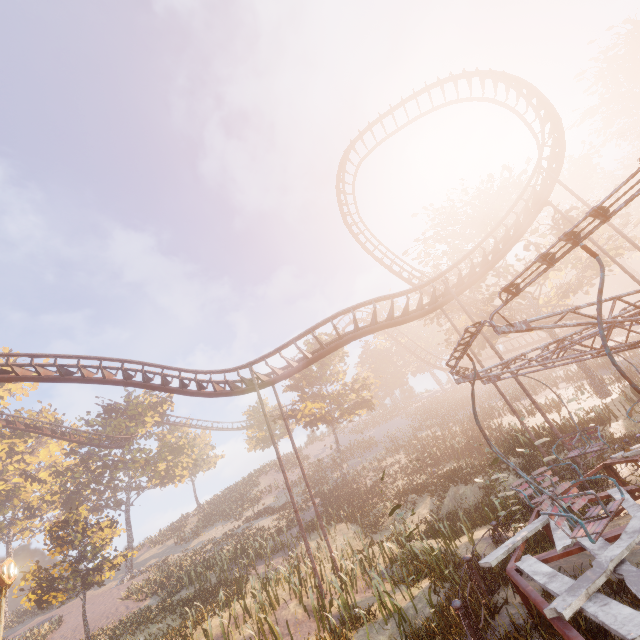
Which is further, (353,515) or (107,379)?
(353,515)

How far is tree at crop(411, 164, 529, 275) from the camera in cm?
2530

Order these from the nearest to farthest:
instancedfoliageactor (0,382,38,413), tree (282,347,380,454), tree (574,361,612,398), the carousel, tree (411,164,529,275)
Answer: the carousel, tree (574,361,612,398), tree (411,164,529,275), tree (282,347,380,454), instancedfoliageactor (0,382,38,413)

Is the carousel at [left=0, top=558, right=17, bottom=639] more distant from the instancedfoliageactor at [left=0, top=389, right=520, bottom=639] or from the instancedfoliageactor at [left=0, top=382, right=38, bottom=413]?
the instancedfoliageactor at [left=0, top=382, right=38, bottom=413]

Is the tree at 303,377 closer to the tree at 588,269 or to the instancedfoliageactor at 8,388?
the tree at 588,269

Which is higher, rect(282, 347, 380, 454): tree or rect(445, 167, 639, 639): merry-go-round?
rect(282, 347, 380, 454): tree

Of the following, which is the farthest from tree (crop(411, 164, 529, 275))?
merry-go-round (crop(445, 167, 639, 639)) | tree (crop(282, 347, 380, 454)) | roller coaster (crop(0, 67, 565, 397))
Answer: merry-go-round (crop(445, 167, 639, 639))

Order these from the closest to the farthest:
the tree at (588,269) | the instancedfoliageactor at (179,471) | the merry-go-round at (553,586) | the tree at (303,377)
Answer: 1. the merry-go-round at (553,586)
2. the instancedfoliageactor at (179,471)
3. the tree at (588,269)
4. the tree at (303,377)
